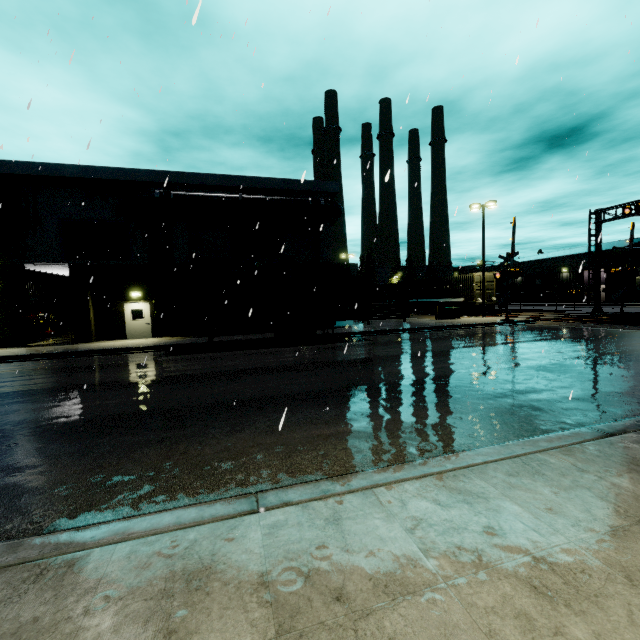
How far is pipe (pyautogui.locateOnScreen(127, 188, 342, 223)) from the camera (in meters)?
19.69

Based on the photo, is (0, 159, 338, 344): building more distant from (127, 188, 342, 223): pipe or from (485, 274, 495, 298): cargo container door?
(485, 274, 495, 298): cargo container door

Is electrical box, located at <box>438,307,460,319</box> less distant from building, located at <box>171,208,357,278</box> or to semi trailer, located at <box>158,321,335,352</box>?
building, located at <box>171,208,357,278</box>

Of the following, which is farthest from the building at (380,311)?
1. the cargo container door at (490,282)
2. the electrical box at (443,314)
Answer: the cargo container door at (490,282)

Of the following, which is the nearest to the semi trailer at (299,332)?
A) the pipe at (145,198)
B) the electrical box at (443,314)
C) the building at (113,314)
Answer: the building at (113,314)

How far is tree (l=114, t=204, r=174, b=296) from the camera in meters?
20.7 m

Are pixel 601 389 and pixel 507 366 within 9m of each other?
yes

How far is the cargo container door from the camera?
30.80m
